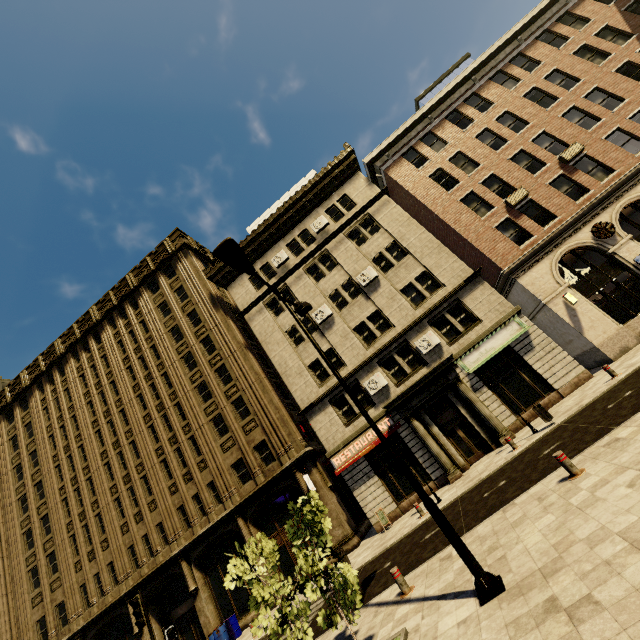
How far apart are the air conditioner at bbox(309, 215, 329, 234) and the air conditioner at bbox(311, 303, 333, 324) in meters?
5.8 m

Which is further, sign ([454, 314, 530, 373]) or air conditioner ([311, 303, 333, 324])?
air conditioner ([311, 303, 333, 324])

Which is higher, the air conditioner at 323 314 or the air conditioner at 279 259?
the air conditioner at 279 259

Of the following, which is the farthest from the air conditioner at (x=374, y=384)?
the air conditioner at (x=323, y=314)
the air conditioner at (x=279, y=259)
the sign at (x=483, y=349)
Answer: the air conditioner at (x=279, y=259)

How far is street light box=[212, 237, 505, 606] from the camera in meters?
5.6

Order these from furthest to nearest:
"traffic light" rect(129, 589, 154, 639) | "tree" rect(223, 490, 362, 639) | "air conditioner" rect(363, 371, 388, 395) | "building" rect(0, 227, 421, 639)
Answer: "building" rect(0, 227, 421, 639)
"air conditioner" rect(363, 371, 388, 395)
"traffic light" rect(129, 589, 154, 639)
"tree" rect(223, 490, 362, 639)

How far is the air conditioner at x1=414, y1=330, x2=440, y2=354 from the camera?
19.0m

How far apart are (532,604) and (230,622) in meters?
20.8 m
